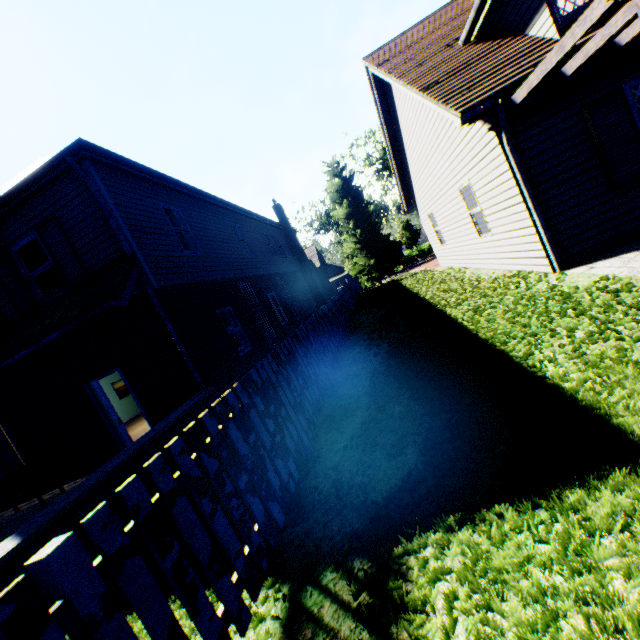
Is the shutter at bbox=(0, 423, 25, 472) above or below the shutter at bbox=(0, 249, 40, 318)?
below

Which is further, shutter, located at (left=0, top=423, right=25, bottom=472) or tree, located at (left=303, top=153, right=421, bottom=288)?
tree, located at (left=303, top=153, right=421, bottom=288)

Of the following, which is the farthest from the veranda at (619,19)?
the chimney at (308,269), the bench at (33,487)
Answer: the chimney at (308,269)

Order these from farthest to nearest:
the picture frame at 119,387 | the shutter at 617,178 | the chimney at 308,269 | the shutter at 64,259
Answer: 1. the chimney at 308,269
2. the picture frame at 119,387
3. the shutter at 64,259
4. the shutter at 617,178

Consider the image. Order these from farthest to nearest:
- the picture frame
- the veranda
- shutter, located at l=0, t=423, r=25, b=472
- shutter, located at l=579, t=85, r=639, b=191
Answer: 1. the picture frame
2. shutter, located at l=0, t=423, r=25, b=472
3. shutter, located at l=579, t=85, r=639, b=191
4. the veranda

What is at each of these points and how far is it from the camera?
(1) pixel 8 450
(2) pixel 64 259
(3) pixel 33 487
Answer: (1) shutter, 9.1 meters
(2) shutter, 7.8 meters
(3) bench, 7.7 meters

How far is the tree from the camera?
33.0 meters

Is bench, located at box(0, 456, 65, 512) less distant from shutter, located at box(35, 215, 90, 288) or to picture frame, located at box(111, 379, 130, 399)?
shutter, located at box(35, 215, 90, 288)
